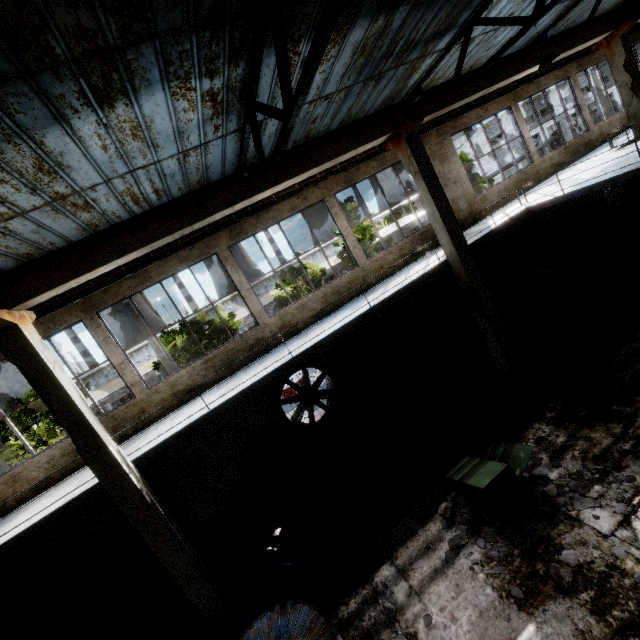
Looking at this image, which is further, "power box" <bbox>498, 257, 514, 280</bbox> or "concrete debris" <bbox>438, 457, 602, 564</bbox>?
"power box" <bbox>498, 257, 514, 280</bbox>

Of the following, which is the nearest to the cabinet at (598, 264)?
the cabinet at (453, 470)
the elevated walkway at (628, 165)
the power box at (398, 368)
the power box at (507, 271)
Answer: the power box at (507, 271)

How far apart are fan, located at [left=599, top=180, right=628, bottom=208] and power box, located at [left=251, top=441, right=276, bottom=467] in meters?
18.8 m

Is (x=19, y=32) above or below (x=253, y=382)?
above

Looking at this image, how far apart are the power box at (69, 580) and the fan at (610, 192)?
24.9m

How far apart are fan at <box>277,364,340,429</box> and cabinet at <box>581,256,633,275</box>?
11.2m

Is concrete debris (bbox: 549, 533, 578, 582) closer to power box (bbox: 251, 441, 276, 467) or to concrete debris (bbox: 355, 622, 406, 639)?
concrete debris (bbox: 355, 622, 406, 639)

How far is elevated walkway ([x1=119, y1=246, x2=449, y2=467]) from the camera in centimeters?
738cm
